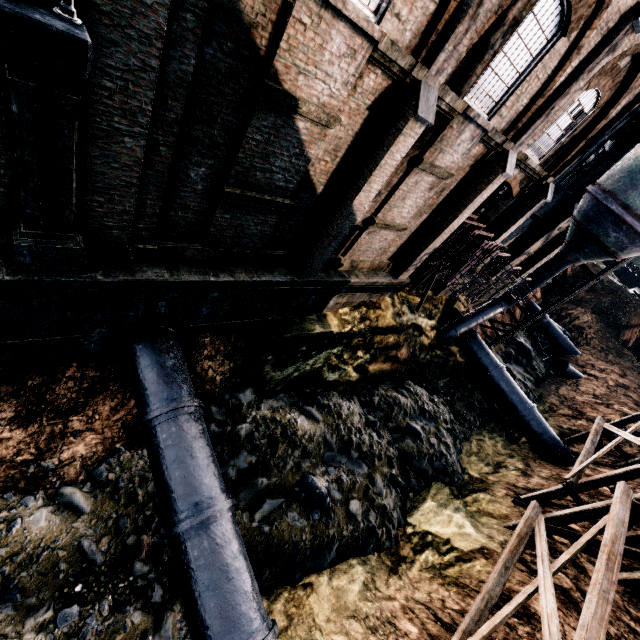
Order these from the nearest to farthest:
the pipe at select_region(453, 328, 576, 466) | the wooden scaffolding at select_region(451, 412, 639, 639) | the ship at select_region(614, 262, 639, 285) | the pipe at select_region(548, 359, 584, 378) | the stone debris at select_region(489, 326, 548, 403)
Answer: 1. the wooden scaffolding at select_region(451, 412, 639, 639)
2. the pipe at select_region(453, 328, 576, 466)
3. the stone debris at select_region(489, 326, 548, 403)
4. the pipe at select_region(548, 359, 584, 378)
5. the ship at select_region(614, 262, 639, 285)

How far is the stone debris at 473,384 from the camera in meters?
21.3

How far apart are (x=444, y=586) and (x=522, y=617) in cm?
221

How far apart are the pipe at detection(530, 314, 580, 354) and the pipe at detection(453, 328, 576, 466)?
16.6 meters

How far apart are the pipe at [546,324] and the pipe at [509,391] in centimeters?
1657cm

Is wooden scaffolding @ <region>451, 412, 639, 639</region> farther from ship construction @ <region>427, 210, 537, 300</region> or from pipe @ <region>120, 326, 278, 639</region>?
ship construction @ <region>427, 210, 537, 300</region>

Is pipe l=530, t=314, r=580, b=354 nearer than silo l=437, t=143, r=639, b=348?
No

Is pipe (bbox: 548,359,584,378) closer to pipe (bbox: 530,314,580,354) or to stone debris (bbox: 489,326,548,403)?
stone debris (bbox: 489,326,548,403)
